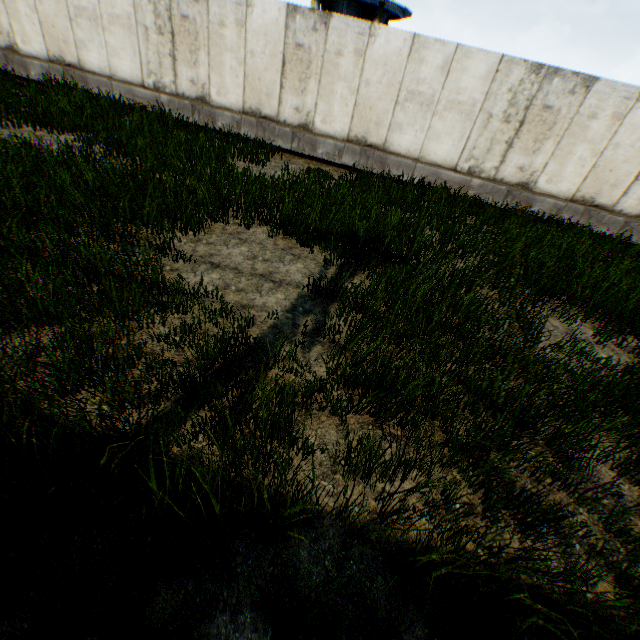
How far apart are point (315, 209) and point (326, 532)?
6.0 meters
